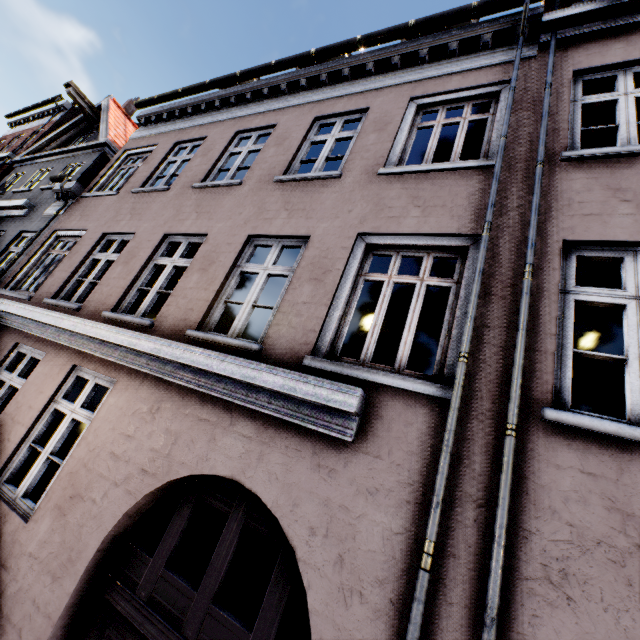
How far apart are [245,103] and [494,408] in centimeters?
845cm
